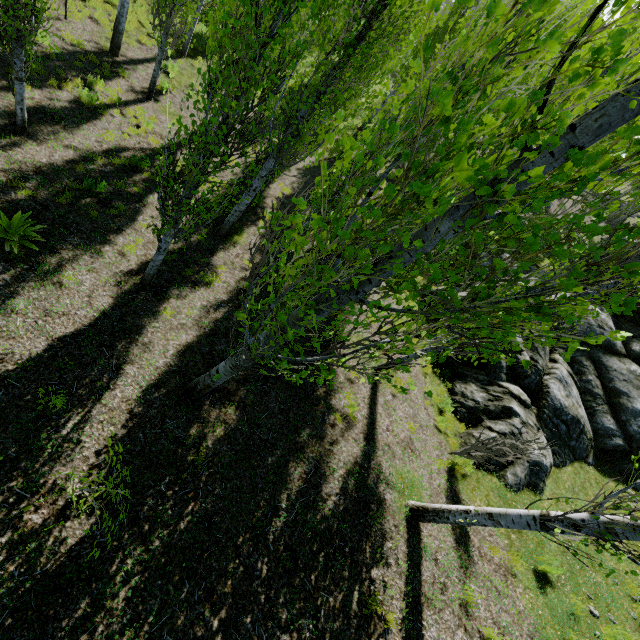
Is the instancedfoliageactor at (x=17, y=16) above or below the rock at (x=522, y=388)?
below

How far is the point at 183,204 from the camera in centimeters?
514cm

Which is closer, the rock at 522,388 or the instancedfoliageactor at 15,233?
the instancedfoliageactor at 15,233

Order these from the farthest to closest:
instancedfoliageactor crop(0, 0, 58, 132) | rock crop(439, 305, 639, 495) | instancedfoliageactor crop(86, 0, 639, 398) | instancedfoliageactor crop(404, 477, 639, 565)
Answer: rock crop(439, 305, 639, 495)
instancedfoliageactor crop(0, 0, 58, 132)
instancedfoliageactor crop(404, 477, 639, 565)
instancedfoliageactor crop(86, 0, 639, 398)

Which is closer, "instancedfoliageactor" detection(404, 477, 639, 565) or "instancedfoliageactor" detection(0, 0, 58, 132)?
"instancedfoliageactor" detection(404, 477, 639, 565)

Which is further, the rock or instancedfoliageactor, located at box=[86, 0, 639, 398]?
the rock
